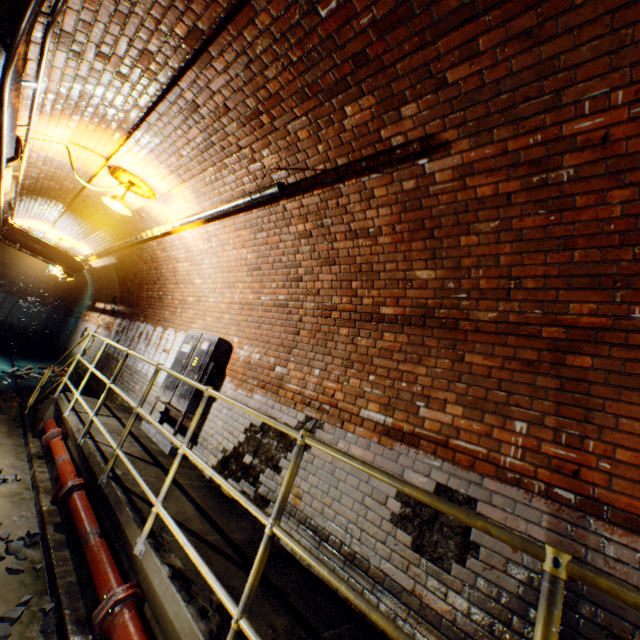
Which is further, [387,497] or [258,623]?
[387,497]

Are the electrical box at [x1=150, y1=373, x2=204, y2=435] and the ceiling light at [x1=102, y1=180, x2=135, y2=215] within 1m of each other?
no

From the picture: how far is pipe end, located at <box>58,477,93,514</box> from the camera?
3.75m

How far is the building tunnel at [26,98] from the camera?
3.5m

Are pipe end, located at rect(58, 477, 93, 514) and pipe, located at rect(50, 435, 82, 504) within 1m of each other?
yes

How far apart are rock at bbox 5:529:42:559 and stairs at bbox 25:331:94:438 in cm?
282

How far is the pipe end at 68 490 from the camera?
3.7m

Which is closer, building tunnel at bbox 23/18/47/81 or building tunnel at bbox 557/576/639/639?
building tunnel at bbox 557/576/639/639
